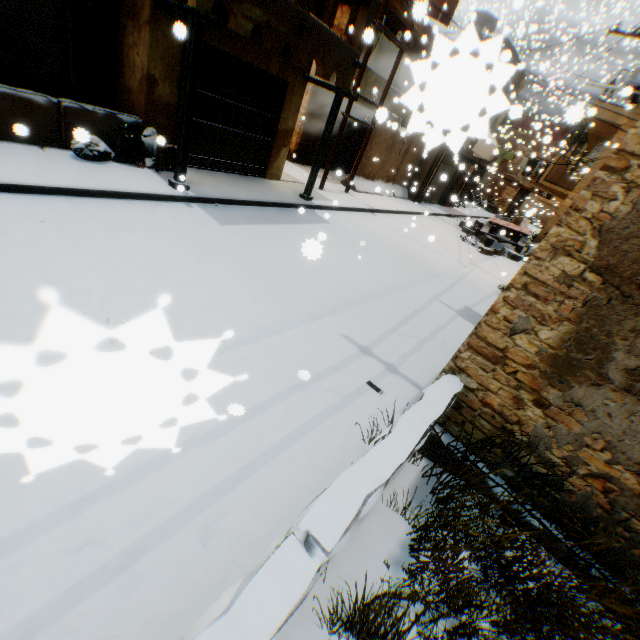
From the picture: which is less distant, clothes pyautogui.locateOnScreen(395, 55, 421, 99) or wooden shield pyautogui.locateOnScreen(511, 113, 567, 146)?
clothes pyautogui.locateOnScreen(395, 55, 421, 99)

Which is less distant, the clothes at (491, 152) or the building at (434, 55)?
the building at (434, 55)

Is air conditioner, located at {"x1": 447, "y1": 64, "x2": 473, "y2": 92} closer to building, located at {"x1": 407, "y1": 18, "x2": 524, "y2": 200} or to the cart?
building, located at {"x1": 407, "y1": 18, "x2": 524, "y2": 200}

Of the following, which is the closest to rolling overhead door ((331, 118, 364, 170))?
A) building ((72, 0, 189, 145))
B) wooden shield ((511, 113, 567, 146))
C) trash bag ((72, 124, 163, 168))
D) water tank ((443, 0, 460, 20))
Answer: building ((72, 0, 189, 145))

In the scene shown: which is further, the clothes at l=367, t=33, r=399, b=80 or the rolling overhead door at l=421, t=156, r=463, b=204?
the rolling overhead door at l=421, t=156, r=463, b=204

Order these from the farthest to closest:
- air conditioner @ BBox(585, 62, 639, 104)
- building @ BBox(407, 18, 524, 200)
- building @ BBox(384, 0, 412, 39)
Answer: building @ BBox(384, 0, 412, 39)
air conditioner @ BBox(585, 62, 639, 104)
building @ BBox(407, 18, 524, 200)

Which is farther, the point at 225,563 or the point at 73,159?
the point at 73,159

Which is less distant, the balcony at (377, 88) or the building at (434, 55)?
the building at (434, 55)
